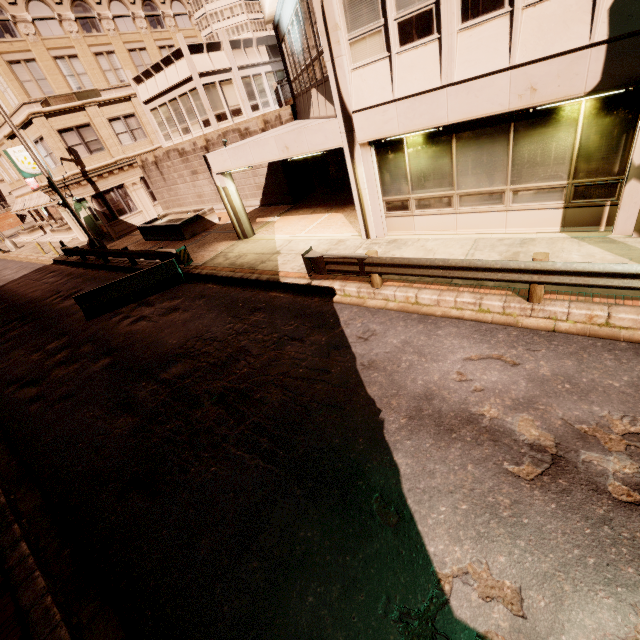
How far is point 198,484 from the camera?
5.27m

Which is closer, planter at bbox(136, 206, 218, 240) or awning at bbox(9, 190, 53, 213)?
planter at bbox(136, 206, 218, 240)

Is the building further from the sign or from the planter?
the planter

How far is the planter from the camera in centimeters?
1792cm

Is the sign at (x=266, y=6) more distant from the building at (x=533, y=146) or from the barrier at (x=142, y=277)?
the barrier at (x=142, y=277)

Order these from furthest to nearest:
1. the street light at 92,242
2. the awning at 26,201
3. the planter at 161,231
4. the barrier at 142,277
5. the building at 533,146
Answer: the awning at 26,201, the planter at 161,231, the street light at 92,242, the barrier at 142,277, the building at 533,146

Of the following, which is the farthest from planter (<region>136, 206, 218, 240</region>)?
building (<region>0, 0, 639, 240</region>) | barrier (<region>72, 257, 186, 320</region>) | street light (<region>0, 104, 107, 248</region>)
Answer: barrier (<region>72, 257, 186, 320</region>)

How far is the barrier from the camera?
12.4 meters
